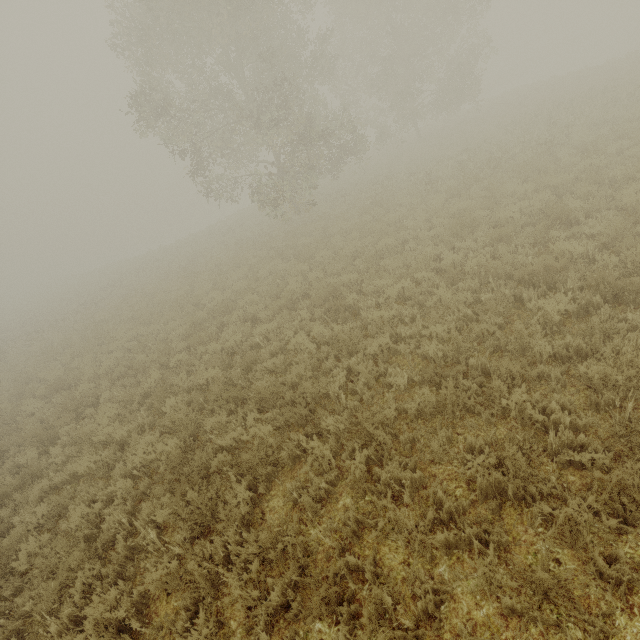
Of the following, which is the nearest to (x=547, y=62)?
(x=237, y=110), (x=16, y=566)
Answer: (x=237, y=110)
